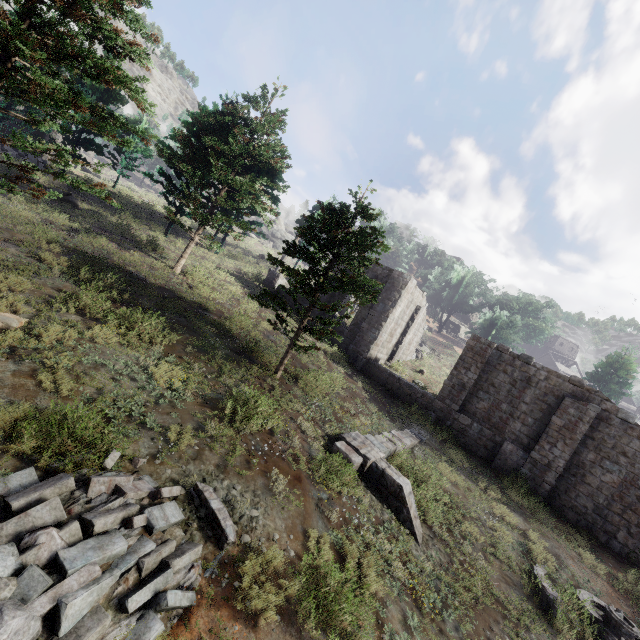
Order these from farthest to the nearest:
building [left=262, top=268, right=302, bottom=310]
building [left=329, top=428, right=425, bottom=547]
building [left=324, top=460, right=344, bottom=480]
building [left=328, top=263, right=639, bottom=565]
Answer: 1. building [left=262, top=268, right=302, bottom=310]
2. building [left=328, top=263, right=639, bottom=565]
3. building [left=329, top=428, right=425, bottom=547]
4. building [left=324, top=460, right=344, bottom=480]

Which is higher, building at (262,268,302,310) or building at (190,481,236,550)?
building at (262,268,302,310)

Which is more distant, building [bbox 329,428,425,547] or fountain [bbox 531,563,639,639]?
building [bbox 329,428,425,547]

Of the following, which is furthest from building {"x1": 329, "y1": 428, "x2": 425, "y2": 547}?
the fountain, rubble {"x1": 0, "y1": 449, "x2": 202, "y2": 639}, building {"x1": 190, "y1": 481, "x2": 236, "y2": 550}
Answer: building {"x1": 190, "y1": 481, "x2": 236, "y2": 550}

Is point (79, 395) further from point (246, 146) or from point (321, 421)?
point (246, 146)

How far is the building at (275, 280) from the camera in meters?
24.5
